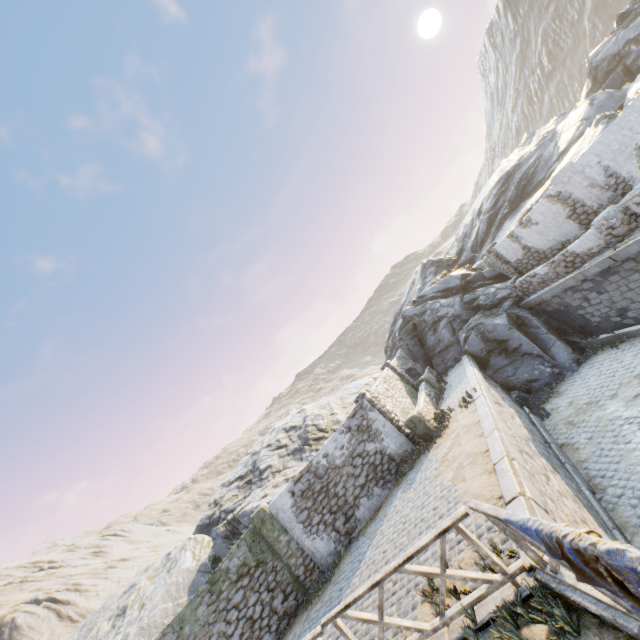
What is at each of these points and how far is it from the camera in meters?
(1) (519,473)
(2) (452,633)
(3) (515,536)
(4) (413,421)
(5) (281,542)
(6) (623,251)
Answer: (1) stone blocks, 6.4 m
(2) stone blocks, 4.7 m
(3) wooden fence, 4.2 m
(4) stone column, 12.6 m
(5) stone column, 11.3 m
(6) stone blocks, 10.9 m

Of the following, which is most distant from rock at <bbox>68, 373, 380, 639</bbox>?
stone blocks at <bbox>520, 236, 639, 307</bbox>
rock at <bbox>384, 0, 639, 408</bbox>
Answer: rock at <bbox>384, 0, 639, 408</bbox>

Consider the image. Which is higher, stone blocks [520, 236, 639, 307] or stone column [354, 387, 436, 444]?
stone column [354, 387, 436, 444]

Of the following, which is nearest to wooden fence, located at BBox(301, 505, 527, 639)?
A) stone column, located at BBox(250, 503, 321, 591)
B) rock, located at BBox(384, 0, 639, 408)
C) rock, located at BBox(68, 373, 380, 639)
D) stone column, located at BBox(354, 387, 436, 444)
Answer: stone column, located at BBox(250, 503, 321, 591)

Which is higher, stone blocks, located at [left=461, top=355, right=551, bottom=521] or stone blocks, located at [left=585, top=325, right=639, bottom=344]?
stone blocks, located at [left=461, top=355, right=551, bottom=521]

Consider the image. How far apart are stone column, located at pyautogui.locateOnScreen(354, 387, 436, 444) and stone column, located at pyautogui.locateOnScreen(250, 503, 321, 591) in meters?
5.1

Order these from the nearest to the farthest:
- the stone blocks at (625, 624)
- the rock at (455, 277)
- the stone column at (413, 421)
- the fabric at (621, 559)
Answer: the fabric at (621, 559), the stone blocks at (625, 624), the stone column at (413, 421), the rock at (455, 277)

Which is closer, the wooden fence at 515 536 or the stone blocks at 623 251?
the wooden fence at 515 536
